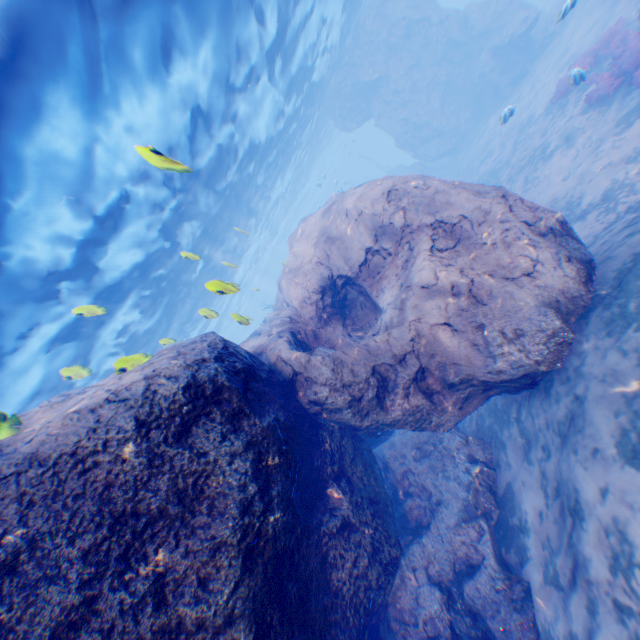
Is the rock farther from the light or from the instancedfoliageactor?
the instancedfoliageactor

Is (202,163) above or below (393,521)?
above

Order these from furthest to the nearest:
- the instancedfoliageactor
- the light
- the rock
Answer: the instancedfoliageactor
the light
the rock

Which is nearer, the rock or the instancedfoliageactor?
the rock

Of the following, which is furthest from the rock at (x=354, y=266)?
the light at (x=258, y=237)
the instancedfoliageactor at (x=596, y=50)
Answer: the instancedfoliageactor at (x=596, y=50)

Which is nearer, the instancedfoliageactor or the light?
the light

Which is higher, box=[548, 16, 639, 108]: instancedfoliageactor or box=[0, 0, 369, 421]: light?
box=[0, 0, 369, 421]: light
